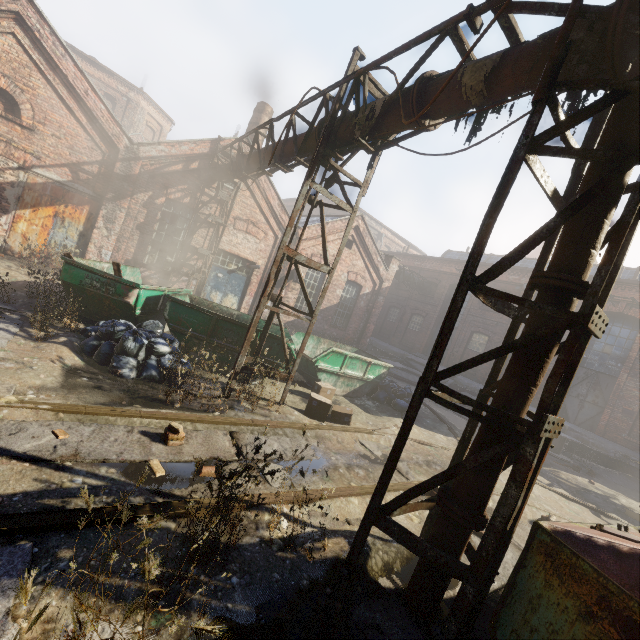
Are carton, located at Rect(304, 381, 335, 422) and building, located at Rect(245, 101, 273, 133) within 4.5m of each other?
no

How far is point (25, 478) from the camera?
2.9m

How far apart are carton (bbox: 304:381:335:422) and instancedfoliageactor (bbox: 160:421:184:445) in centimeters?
319cm

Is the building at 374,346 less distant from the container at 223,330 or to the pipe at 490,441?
the container at 223,330

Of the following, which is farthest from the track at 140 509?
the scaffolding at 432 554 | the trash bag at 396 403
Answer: the scaffolding at 432 554

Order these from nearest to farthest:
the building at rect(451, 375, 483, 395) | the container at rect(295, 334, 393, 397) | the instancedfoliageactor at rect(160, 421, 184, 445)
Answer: the instancedfoliageactor at rect(160, 421, 184, 445)
the container at rect(295, 334, 393, 397)
the building at rect(451, 375, 483, 395)

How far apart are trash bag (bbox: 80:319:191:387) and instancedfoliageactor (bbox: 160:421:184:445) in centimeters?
87cm

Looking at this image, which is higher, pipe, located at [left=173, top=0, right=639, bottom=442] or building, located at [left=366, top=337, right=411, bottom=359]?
pipe, located at [left=173, top=0, right=639, bottom=442]
